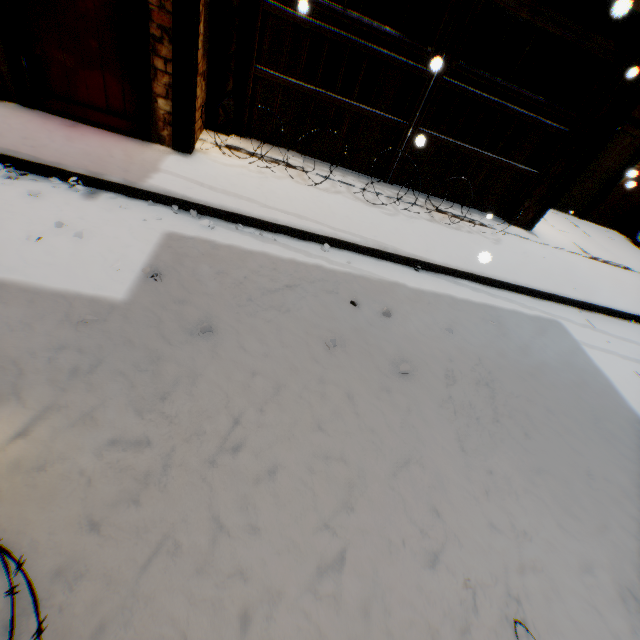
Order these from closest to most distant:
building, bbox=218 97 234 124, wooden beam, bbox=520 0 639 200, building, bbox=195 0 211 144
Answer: building, bbox=195 0 211 144 → wooden beam, bbox=520 0 639 200 → building, bbox=218 97 234 124

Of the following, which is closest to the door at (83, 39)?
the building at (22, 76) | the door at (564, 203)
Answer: the building at (22, 76)

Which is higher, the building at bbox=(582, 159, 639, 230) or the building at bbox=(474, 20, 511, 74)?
the building at bbox=(474, 20, 511, 74)

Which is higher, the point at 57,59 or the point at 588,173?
the point at 588,173

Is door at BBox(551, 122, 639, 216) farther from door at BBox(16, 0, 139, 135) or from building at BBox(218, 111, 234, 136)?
door at BBox(16, 0, 139, 135)

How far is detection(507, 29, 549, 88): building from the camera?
7.17m

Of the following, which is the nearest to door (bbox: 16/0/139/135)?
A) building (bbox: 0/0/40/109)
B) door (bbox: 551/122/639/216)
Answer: building (bbox: 0/0/40/109)

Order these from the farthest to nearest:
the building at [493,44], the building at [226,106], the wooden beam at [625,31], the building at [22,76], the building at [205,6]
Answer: the building at [493,44] → the building at [226,106] → the wooden beam at [625,31] → the building at [205,6] → the building at [22,76]
